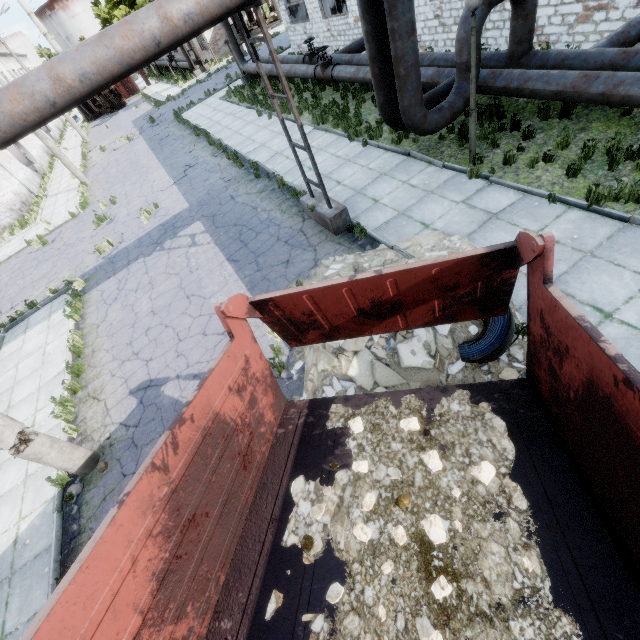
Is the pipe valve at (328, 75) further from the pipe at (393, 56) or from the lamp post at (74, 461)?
the lamp post at (74, 461)

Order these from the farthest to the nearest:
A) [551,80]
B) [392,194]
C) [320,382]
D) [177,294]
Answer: [177,294]
[392,194]
[551,80]
[320,382]

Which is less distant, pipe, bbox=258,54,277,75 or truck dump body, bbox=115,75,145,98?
pipe, bbox=258,54,277,75

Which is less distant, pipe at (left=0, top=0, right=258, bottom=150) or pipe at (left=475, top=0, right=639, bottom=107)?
pipe at (left=0, top=0, right=258, bottom=150)

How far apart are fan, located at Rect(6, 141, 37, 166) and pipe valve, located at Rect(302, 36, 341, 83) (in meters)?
25.91

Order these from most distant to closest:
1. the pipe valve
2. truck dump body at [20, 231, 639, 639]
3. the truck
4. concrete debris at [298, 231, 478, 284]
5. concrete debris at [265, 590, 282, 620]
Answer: the truck, the pipe valve, concrete debris at [298, 231, 478, 284], concrete debris at [265, 590, 282, 620], truck dump body at [20, 231, 639, 639]

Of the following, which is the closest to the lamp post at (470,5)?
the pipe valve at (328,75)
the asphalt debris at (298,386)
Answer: the asphalt debris at (298,386)

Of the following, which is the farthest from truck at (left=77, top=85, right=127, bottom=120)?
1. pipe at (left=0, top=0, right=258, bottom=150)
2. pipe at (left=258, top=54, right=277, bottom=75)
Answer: pipe at (left=0, top=0, right=258, bottom=150)
